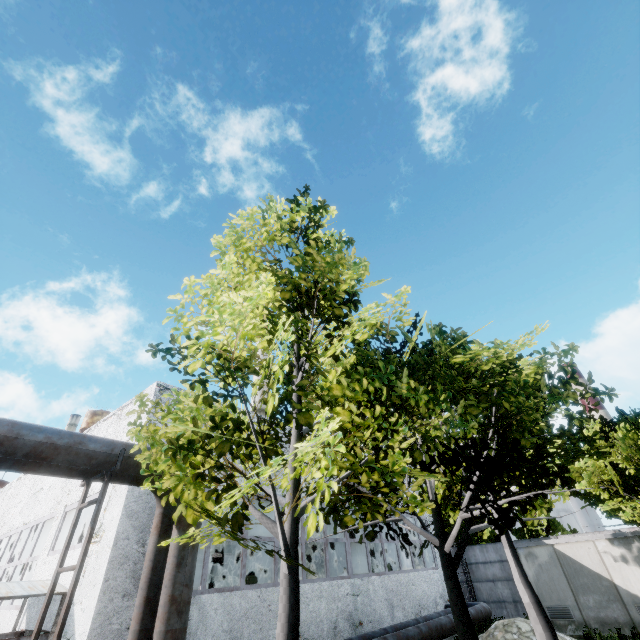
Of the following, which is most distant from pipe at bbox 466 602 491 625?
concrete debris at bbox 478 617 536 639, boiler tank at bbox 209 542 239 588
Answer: boiler tank at bbox 209 542 239 588

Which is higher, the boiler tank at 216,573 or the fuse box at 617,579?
the boiler tank at 216,573

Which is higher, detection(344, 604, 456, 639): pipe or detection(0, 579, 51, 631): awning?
detection(0, 579, 51, 631): awning

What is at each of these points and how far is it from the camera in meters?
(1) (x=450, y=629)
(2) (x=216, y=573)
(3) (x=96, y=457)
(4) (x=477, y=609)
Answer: (1) pipe, 12.2 m
(2) boiler tank, 18.7 m
(3) pipe, 6.1 m
(4) pipe, 14.5 m

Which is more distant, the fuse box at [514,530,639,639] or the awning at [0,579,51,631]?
the fuse box at [514,530,639,639]

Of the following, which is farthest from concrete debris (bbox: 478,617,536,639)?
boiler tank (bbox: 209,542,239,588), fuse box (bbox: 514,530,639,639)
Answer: boiler tank (bbox: 209,542,239,588)

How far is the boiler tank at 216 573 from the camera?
18.1m

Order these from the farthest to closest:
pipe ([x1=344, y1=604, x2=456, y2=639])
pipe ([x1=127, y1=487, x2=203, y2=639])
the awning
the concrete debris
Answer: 1. the concrete debris
2. pipe ([x1=344, y1=604, x2=456, y2=639])
3. the awning
4. pipe ([x1=127, y1=487, x2=203, y2=639])
